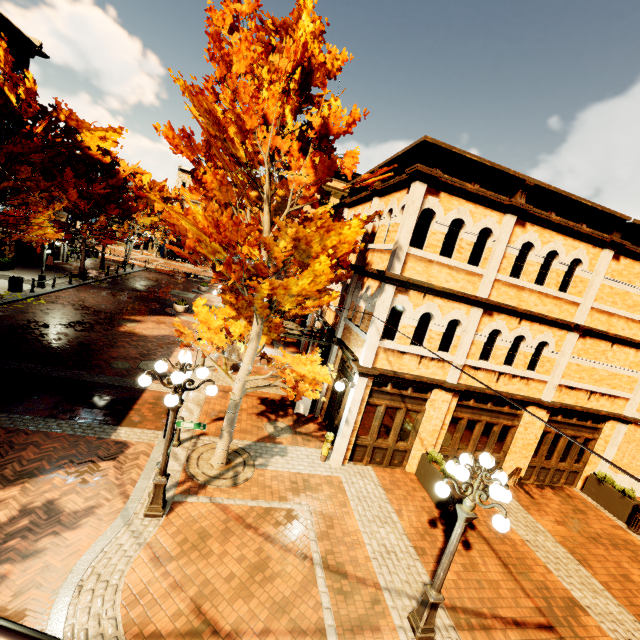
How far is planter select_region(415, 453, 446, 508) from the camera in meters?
9.4

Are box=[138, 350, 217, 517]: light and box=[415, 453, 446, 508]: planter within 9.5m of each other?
yes

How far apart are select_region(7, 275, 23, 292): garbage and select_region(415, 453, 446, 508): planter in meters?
22.1 m

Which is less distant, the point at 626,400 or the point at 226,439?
the point at 226,439

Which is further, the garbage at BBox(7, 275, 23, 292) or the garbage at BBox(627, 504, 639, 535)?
the garbage at BBox(7, 275, 23, 292)

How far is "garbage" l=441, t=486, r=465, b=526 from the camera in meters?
8.7

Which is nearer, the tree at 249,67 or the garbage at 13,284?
the tree at 249,67

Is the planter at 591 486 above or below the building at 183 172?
below
